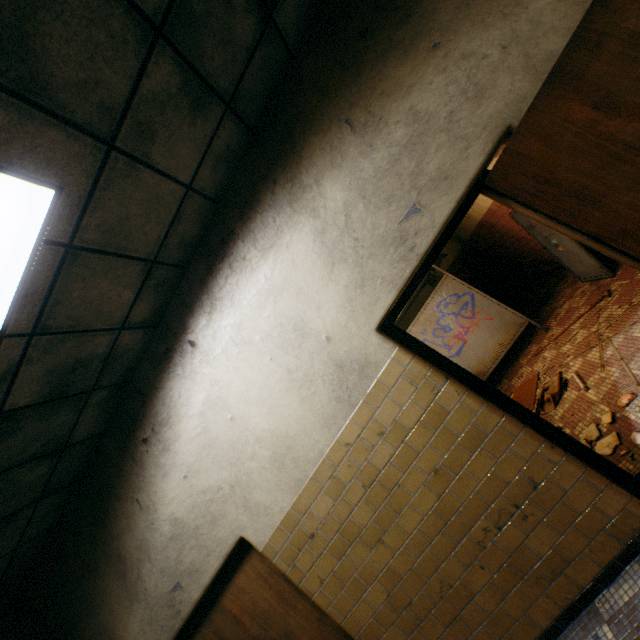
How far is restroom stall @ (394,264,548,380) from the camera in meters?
5.8

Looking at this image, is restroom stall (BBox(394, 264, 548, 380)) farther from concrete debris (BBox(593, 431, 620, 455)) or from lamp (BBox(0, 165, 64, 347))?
lamp (BBox(0, 165, 64, 347))

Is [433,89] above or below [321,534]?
above

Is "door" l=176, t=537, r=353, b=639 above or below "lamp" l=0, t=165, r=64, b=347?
below

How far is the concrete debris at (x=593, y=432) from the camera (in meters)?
3.02

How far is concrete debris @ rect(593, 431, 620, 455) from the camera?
2.77m

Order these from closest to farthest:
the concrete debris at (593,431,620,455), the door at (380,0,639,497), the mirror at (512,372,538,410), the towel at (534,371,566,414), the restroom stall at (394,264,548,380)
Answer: the door at (380,0,639,497) → the concrete debris at (593,431,620,455) → the towel at (534,371,566,414) → the mirror at (512,372,538,410) → the restroom stall at (394,264,548,380)

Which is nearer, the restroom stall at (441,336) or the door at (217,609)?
the door at (217,609)
